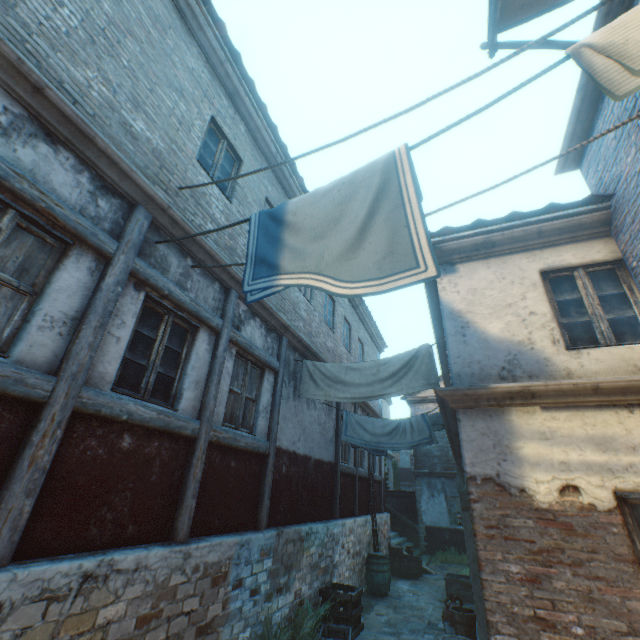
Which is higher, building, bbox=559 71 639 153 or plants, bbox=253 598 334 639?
building, bbox=559 71 639 153

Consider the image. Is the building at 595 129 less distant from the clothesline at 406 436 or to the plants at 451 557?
the clothesline at 406 436

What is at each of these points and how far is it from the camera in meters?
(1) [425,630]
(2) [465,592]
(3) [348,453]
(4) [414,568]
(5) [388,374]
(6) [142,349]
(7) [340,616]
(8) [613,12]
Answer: (1) ground pavers, 7.2
(2) wooden crate, 9.5
(3) building, 11.0
(4) cask, 12.0
(5) clothesline, 6.6
(6) building, 4.2
(7) wooden crate, 6.8
(8) building, 3.8

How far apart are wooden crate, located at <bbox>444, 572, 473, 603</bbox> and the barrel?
1.72m

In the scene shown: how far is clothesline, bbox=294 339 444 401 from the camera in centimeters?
629cm

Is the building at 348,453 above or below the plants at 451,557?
above

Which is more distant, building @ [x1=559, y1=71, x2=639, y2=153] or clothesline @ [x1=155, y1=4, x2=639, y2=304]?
building @ [x1=559, y1=71, x2=639, y2=153]

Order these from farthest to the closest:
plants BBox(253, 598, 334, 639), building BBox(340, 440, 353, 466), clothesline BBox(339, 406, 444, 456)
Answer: building BBox(340, 440, 353, 466), clothesline BBox(339, 406, 444, 456), plants BBox(253, 598, 334, 639)
